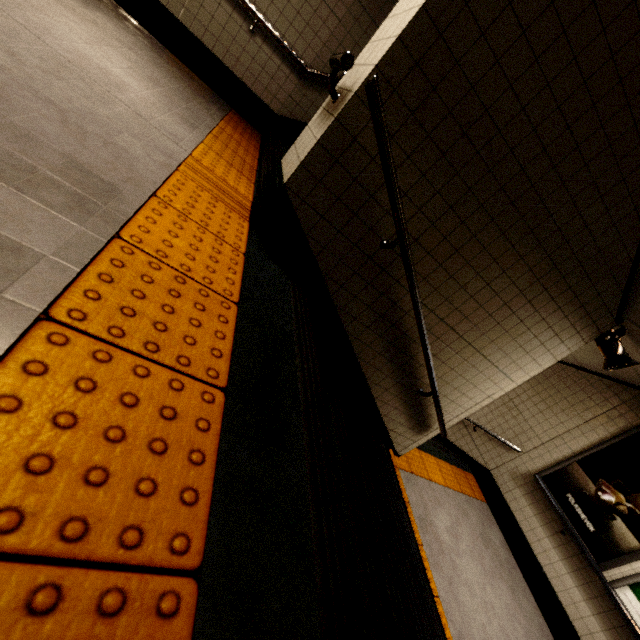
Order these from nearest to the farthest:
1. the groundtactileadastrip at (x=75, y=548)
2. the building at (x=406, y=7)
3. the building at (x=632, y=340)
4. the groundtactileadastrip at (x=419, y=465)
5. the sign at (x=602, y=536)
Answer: the groundtactileadastrip at (x=75, y=548), the building at (x=406, y=7), the building at (x=632, y=340), the groundtactileadastrip at (x=419, y=465), the sign at (x=602, y=536)

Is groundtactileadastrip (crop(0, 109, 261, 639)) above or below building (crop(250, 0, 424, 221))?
below

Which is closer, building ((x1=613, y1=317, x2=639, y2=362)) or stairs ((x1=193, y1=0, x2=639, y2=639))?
stairs ((x1=193, y1=0, x2=639, y2=639))

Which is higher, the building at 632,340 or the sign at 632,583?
the building at 632,340

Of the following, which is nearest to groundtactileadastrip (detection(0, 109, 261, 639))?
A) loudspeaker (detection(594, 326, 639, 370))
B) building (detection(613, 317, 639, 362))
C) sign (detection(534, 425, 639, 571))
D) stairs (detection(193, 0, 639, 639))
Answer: stairs (detection(193, 0, 639, 639))

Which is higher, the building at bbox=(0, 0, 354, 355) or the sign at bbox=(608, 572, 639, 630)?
the building at bbox=(0, 0, 354, 355)

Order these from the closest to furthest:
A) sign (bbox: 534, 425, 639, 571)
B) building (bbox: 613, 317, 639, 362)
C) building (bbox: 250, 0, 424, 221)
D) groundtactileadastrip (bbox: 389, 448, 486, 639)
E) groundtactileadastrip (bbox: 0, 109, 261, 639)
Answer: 1. groundtactileadastrip (bbox: 0, 109, 261, 639)
2. building (bbox: 250, 0, 424, 221)
3. building (bbox: 613, 317, 639, 362)
4. groundtactileadastrip (bbox: 389, 448, 486, 639)
5. sign (bbox: 534, 425, 639, 571)

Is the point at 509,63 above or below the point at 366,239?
above
